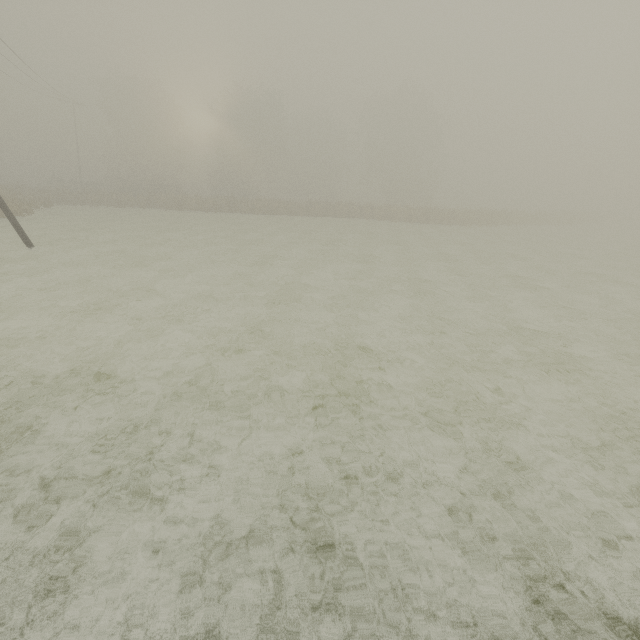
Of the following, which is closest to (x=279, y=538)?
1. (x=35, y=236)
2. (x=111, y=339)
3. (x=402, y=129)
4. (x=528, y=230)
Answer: (x=111, y=339)
